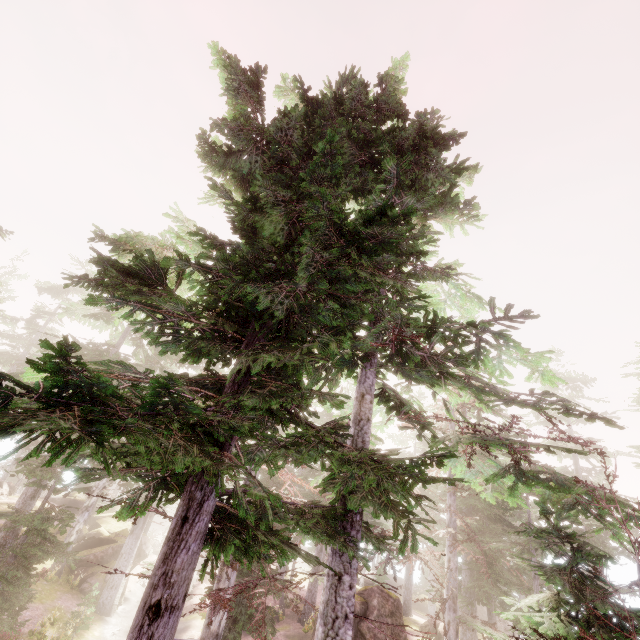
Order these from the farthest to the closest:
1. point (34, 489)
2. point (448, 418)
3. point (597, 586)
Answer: point (448, 418)
point (34, 489)
point (597, 586)

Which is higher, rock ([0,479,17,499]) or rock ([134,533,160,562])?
rock ([0,479,17,499])

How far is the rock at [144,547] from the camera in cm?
2742

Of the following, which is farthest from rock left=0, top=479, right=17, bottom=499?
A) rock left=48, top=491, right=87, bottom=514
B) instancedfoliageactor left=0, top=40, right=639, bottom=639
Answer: rock left=48, top=491, right=87, bottom=514

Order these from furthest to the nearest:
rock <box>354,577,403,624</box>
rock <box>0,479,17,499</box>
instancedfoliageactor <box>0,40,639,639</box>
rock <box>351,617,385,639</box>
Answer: rock <box>0,479,17,499</box>, rock <box>354,577,403,624</box>, rock <box>351,617,385,639</box>, instancedfoliageactor <box>0,40,639,639</box>

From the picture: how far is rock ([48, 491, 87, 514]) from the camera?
37.72m

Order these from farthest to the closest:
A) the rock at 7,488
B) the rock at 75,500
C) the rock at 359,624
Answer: the rock at 75,500
the rock at 7,488
the rock at 359,624

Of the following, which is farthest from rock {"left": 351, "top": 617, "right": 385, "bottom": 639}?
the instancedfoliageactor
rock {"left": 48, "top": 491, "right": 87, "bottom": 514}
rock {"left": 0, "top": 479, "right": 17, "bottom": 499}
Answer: rock {"left": 0, "top": 479, "right": 17, "bottom": 499}
